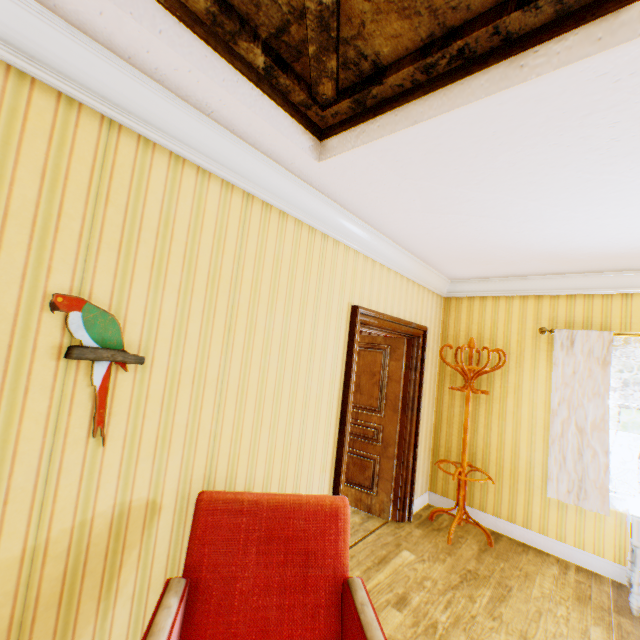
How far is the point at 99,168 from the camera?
1.5 meters

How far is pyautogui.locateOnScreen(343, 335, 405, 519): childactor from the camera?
4.02m

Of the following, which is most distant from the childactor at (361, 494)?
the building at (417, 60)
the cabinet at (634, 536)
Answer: the cabinet at (634, 536)

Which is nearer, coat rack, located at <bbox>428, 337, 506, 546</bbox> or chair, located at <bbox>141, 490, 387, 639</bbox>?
chair, located at <bbox>141, 490, 387, 639</bbox>

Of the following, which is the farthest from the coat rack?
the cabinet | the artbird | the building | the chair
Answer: the artbird

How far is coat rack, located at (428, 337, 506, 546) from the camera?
3.67m

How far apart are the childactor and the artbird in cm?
316

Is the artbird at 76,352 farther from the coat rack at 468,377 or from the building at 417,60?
the coat rack at 468,377
